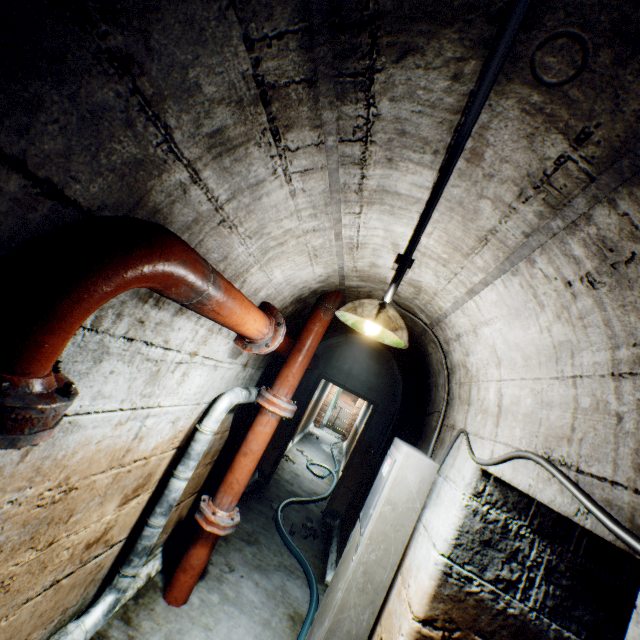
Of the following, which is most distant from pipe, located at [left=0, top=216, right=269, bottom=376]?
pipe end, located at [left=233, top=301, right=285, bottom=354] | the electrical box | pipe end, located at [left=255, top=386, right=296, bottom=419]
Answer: the electrical box

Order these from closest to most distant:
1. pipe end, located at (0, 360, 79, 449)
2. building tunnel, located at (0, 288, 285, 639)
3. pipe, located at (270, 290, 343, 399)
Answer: pipe end, located at (0, 360, 79, 449)
building tunnel, located at (0, 288, 285, 639)
pipe, located at (270, 290, 343, 399)

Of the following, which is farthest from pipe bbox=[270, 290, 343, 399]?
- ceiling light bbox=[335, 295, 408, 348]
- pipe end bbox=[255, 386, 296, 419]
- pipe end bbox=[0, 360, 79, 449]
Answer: pipe end bbox=[0, 360, 79, 449]

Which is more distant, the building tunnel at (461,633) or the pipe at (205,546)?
the pipe at (205,546)

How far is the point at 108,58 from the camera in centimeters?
72cm

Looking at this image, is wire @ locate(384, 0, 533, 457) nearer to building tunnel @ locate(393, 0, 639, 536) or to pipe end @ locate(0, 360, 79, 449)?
building tunnel @ locate(393, 0, 639, 536)

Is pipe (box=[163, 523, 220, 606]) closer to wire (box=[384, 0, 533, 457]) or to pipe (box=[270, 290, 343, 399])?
pipe (box=[270, 290, 343, 399])

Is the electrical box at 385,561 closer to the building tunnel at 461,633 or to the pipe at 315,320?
the building tunnel at 461,633
